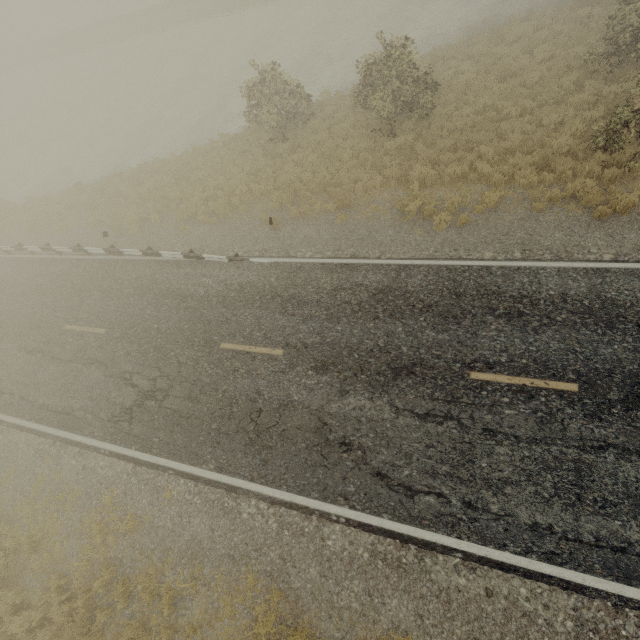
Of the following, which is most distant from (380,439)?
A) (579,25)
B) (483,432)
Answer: (579,25)
